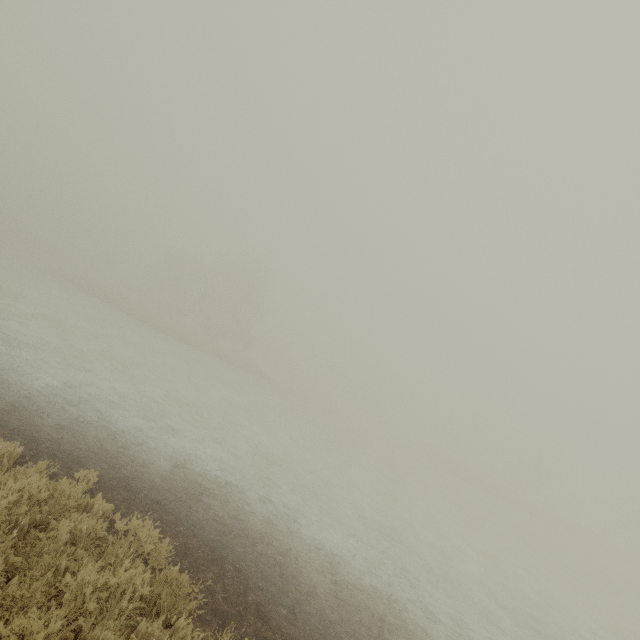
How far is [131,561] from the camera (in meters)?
4.62
